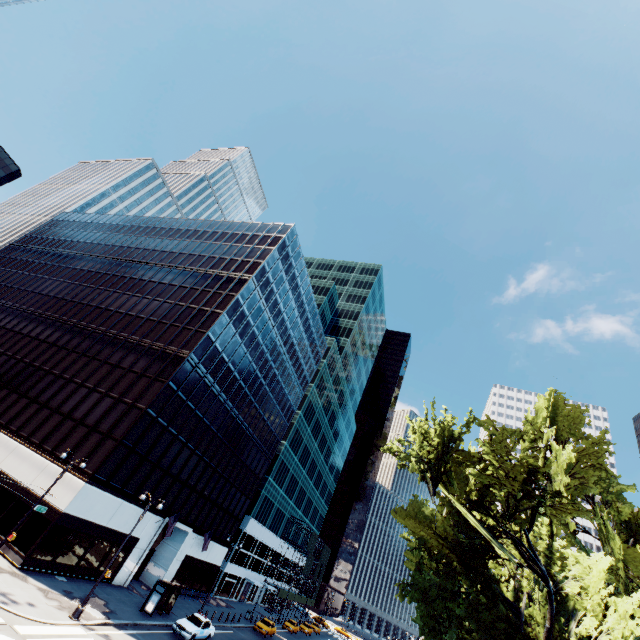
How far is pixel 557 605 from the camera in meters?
19.7 m

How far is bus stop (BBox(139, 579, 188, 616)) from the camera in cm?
2702

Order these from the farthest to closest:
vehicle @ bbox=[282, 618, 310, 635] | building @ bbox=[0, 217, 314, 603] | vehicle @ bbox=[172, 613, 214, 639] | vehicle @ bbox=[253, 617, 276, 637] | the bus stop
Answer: vehicle @ bbox=[282, 618, 310, 635]
vehicle @ bbox=[253, 617, 276, 637]
building @ bbox=[0, 217, 314, 603]
the bus stop
vehicle @ bbox=[172, 613, 214, 639]

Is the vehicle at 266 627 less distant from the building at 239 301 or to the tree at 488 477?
the building at 239 301

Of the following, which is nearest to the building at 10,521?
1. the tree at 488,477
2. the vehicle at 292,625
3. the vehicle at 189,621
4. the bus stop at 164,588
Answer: the bus stop at 164,588

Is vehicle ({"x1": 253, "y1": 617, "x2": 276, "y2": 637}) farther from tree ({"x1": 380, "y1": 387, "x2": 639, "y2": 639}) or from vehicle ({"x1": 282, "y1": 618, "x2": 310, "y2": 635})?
tree ({"x1": 380, "y1": 387, "x2": 639, "y2": 639})

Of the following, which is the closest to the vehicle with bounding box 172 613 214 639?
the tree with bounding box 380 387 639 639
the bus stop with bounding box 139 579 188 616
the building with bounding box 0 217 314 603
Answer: the bus stop with bounding box 139 579 188 616

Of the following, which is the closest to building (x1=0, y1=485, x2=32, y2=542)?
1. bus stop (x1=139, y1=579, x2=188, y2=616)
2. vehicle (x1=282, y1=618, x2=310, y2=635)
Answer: bus stop (x1=139, y1=579, x2=188, y2=616)
